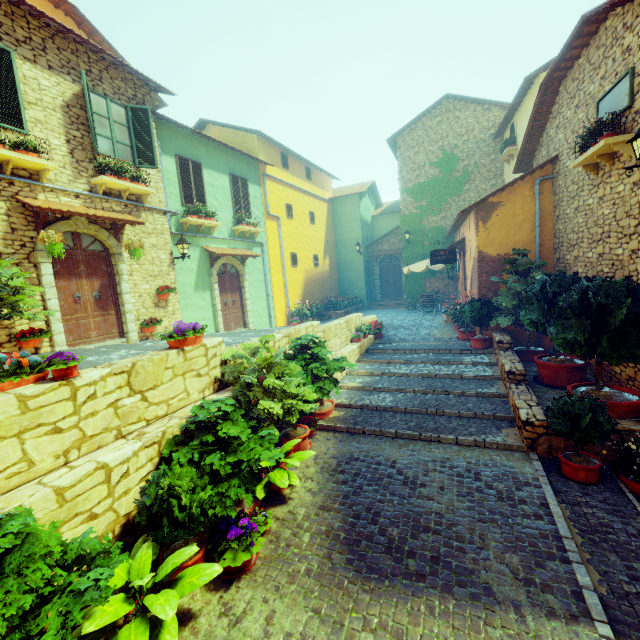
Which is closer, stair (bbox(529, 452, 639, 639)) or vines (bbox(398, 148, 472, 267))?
stair (bbox(529, 452, 639, 639))

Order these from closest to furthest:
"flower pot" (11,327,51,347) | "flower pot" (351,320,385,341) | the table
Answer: "flower pot" (11,327,51,347) < "flower pot" (351,320,385,341) < the table

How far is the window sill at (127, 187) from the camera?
7.93m

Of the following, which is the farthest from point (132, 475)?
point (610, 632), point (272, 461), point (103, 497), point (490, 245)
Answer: point (490, 245)

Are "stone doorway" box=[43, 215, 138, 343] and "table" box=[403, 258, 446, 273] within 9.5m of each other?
no

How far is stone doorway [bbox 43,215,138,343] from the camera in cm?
743

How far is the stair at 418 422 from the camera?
6.32m

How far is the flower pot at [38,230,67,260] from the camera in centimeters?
650cm
